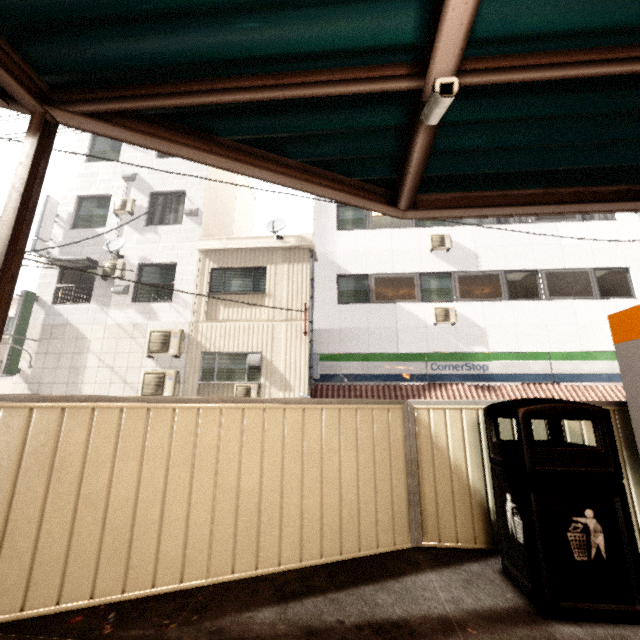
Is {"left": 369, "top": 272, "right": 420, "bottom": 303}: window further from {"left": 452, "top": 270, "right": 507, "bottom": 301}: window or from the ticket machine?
the ticket machine

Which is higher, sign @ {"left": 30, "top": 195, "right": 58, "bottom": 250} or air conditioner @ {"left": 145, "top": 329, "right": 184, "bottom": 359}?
sign @ {"left": 30, "top": 195, "right": 58, "bottom": 250}

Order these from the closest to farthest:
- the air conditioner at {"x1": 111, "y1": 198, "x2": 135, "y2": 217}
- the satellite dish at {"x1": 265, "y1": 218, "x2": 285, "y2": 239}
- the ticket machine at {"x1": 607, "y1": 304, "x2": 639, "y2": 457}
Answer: the ticket machine at {"x1": 607, "y1": 304, "x2": 639, "y2": 457}, the satellite dish at {"x1": 265, "y1": 218, "x2": 285, "y2": 239}, the air conditioner at {"x1": 111, "y1": 198, "x2": 135, "y2": 217}

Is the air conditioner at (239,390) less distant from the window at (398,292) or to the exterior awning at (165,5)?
the window at (398,292)

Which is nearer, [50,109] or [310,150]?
[50,109]

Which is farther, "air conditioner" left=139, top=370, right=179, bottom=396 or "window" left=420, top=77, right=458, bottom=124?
"air conditioner" left=139, top=370, right=179, bottom=396

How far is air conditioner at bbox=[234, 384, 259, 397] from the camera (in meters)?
9.95

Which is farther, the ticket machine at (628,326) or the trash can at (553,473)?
the ticket machine at (628,326)
